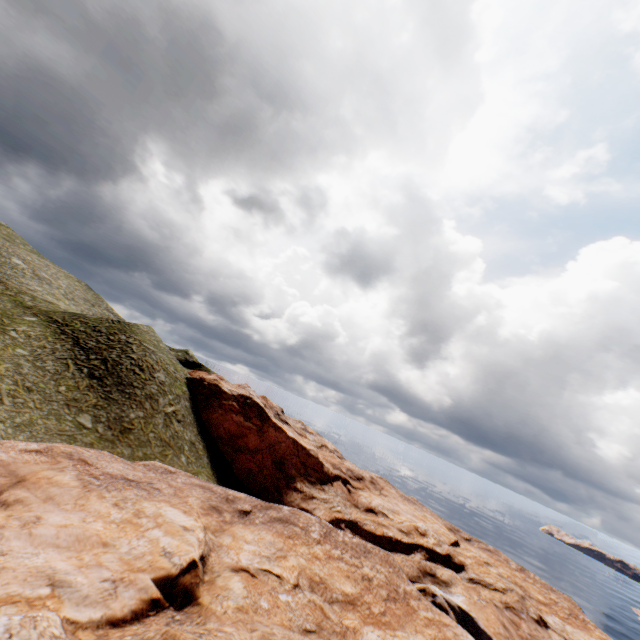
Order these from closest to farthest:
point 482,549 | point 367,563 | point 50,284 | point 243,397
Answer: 1. point 367,563
2. point 243,397
3. point 50,284
4. point 482,549
